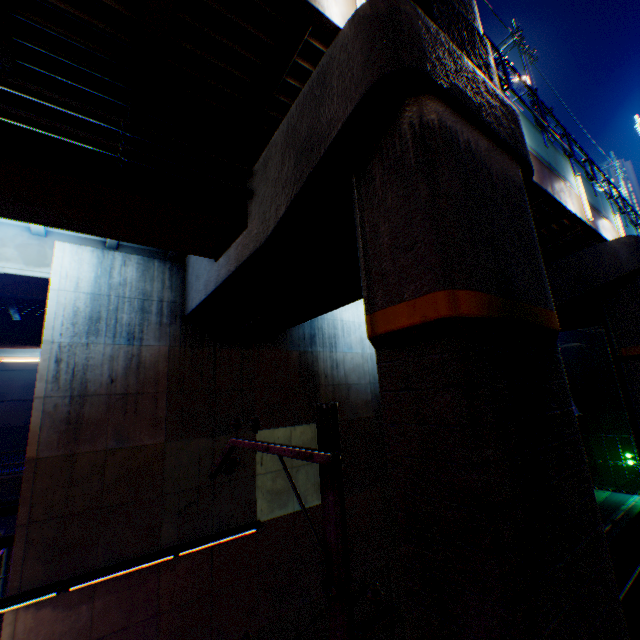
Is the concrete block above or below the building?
below

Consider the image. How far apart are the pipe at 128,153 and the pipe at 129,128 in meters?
0.3 m

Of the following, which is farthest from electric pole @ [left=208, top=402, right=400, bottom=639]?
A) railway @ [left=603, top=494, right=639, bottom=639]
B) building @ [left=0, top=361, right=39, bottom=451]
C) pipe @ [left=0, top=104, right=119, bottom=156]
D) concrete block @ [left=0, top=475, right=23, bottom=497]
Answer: building @ [left=0, top=361, right=39, bottom=451]

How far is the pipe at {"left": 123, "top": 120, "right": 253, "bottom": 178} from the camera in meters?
5.8

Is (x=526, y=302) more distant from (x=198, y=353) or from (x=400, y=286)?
(x=198, y=353)

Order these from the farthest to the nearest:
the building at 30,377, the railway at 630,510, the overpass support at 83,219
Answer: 1. the building at 30,377
2. the railway at 630,510
3. the overpass support at 83,219

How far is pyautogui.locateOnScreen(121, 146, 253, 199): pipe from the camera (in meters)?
5.65

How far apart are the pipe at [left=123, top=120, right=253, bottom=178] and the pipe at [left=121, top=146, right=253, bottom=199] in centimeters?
30cm
